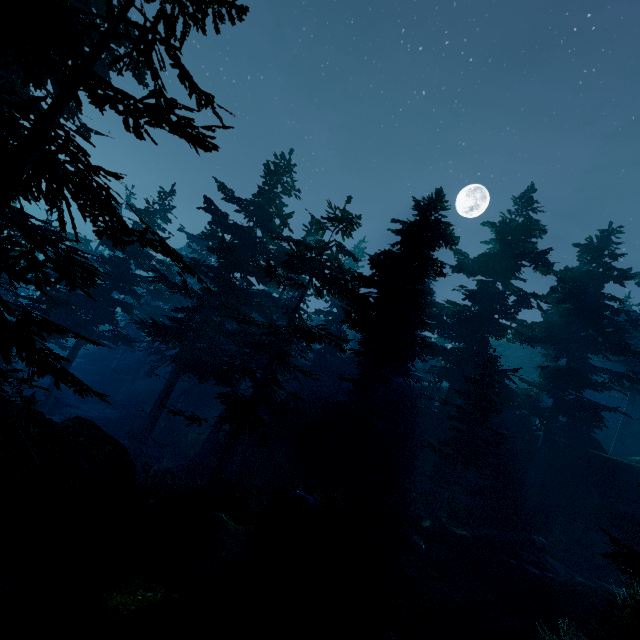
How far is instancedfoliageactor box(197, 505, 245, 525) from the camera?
11.5 meters

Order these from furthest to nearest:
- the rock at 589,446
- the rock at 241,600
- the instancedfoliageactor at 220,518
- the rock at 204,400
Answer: the rock at 204,400 → the rock at 589,446 → the instancedfoliageactor at 220,518 → the rock at 241,600

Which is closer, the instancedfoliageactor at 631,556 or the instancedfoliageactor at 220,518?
the instancedfoliageactor at 631,556

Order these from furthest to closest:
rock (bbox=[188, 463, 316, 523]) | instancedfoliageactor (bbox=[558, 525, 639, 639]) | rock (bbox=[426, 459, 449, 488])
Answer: rock (bbox=[426, 459, 449, 488]) → rock (bbox=[188, 463, 316, 523]) → instancedfoliageactor (bbox=[558, 525, 639, 639])

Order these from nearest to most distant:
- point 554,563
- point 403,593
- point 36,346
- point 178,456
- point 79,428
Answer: point 403,593 < point 79,428 < point 554,563 < point 178,456 < point 36,346

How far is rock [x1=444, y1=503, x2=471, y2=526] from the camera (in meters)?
18.73

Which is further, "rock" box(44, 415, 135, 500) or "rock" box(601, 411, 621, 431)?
"rock" box(601, 411, 621, 431)
